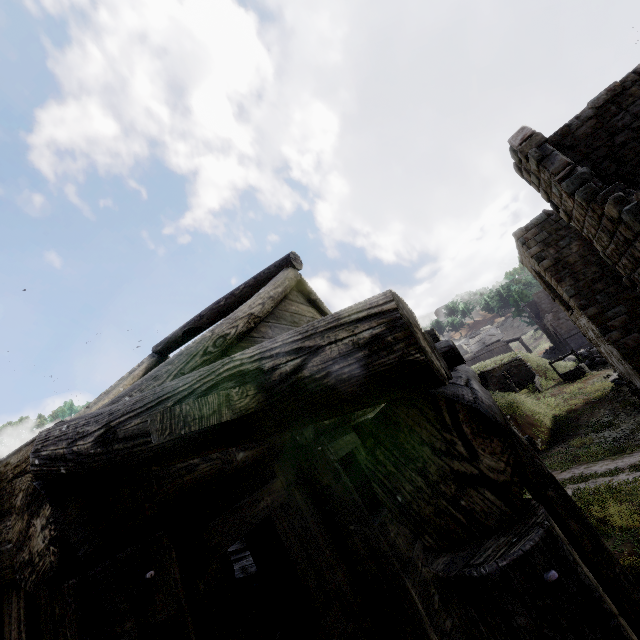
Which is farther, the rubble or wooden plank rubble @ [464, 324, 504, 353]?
wooden plank rubble @ [464, 324, 504, 353]

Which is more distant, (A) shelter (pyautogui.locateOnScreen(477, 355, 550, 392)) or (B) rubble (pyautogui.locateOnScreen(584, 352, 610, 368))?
(A) shelter (pyautogui.locateOnScreen(477, 355, 550, 392))

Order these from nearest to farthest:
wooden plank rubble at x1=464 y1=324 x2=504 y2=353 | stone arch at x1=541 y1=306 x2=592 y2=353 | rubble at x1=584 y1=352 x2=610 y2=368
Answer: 1. rubble at x1=584 y1=352 x2=610 y2=368
2. stone arch at x1=541 y1=306 x2=592 y2=353
3. wooden plank rubble at x1=464 y1=324 x2=504 y2=353

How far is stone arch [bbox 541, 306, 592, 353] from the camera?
39.8 meters

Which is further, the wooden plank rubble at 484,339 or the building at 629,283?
the wooden plank rubble at 484,339

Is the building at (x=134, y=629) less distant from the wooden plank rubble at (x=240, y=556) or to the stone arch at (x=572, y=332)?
the wooden plank rubble at (x=240, y=556)

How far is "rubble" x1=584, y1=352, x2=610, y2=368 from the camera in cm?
2603

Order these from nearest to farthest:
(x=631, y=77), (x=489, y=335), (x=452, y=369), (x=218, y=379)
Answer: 1. (x=218, y=379)
2. (x=452, y=369)
3. (x=631, y=77)
4. (x=489, y=335)
